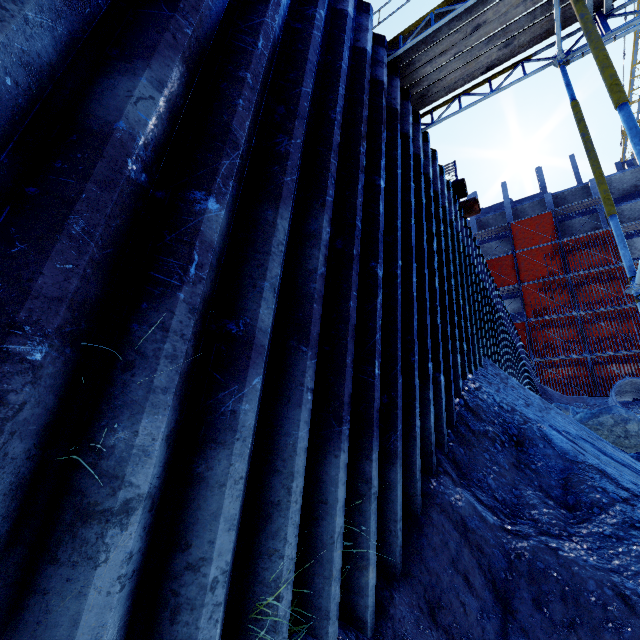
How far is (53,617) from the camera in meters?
1.1

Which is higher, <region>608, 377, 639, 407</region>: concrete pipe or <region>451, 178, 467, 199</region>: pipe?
<region>451, 178, 467, 199</region>: pipe

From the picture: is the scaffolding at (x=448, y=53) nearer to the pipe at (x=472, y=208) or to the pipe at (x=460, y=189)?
the pipe at (x=472, y=208)

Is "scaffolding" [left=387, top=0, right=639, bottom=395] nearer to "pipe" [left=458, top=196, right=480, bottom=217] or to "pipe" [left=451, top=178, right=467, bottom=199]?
"pipe" [left=458, top=196, right=480, bottom=217]

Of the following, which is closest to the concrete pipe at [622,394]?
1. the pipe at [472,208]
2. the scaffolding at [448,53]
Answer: the scaffolding at [448,53]

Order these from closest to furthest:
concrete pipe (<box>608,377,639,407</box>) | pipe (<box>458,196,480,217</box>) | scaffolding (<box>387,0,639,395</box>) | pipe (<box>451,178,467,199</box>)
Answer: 1. scaffolding (<box>387,0,639,395</box>)
2. pipe (<box>451,178,467,199</box>)
3. pipe (<box>458,196,480,217</box>)
4. concrete pipe (<box>608,377,639,407</box>)

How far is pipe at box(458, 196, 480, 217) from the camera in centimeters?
858cm
